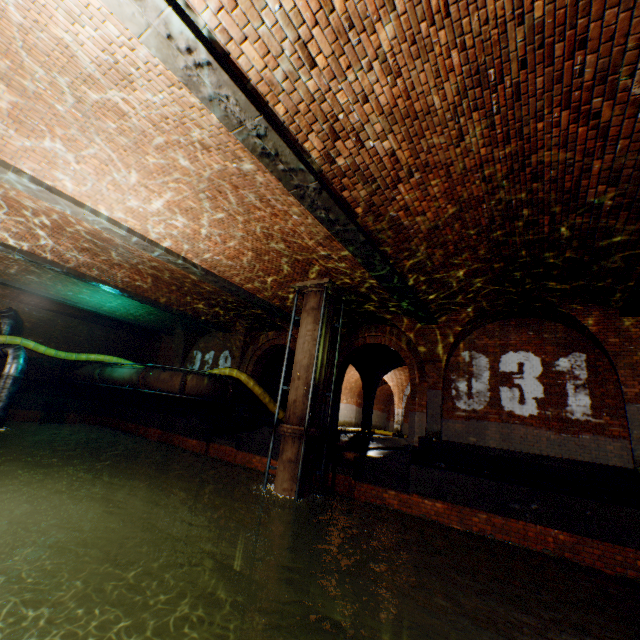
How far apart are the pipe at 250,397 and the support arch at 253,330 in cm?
39

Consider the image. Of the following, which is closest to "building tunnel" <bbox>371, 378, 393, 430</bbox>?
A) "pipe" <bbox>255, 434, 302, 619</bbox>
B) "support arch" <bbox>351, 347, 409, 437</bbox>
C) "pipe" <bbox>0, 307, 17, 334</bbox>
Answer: "support arch" <bbox>351, 347, 409, 437</bbox>

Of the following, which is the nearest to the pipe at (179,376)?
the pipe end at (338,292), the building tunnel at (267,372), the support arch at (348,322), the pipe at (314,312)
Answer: the building tunnel at (267,372)

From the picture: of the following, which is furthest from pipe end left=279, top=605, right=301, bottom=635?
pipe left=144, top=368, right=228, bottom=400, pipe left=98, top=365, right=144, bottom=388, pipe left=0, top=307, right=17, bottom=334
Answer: pipe left=0, top=307, right=17, bottom=334

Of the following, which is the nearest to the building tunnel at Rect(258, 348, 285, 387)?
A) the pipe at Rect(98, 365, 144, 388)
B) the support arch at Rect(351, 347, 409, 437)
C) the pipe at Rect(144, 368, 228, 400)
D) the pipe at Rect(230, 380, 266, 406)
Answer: the support arch at Rect(351, 347, 409, 437)

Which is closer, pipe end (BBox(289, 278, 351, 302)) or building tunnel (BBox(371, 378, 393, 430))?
pipe end (BBox(289, 278, 351, 302))

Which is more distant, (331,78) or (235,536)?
(235,536)

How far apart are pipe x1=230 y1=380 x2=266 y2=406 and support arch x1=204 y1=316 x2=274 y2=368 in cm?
39
